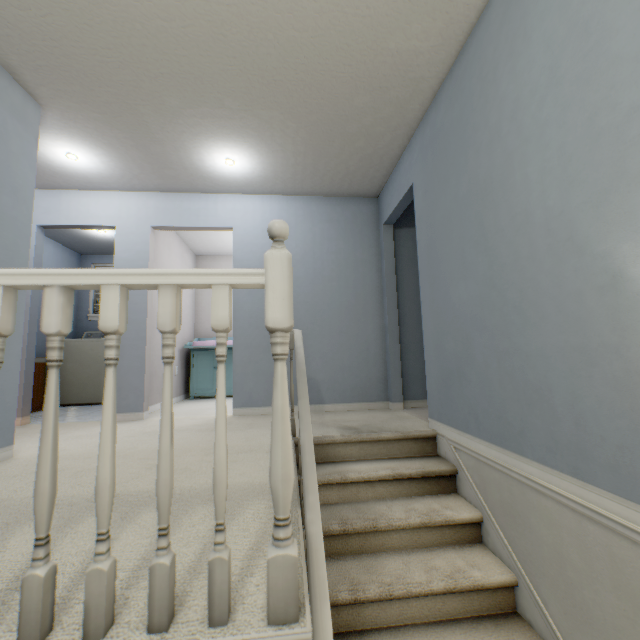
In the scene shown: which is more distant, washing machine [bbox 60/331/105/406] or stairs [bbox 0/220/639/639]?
washing machine [bbox 60/331/105/406]

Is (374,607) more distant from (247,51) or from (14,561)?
(247,51)

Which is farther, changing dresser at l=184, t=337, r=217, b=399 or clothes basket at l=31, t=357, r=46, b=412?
changing dresser at l=184, t=337, r=217, b=399

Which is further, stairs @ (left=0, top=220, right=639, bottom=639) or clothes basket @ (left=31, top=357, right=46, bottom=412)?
clothes basket @ (left=31, top=357, right=46, bottom=412)

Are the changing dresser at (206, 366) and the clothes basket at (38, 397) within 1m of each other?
no

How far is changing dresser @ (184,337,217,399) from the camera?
5.0m

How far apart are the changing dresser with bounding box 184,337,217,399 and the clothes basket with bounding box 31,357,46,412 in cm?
174

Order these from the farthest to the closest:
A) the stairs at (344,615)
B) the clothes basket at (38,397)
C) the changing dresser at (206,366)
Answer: the changing dresser at (206,366)
the clothes basket at (38,397)
the stairs at (344,615)
